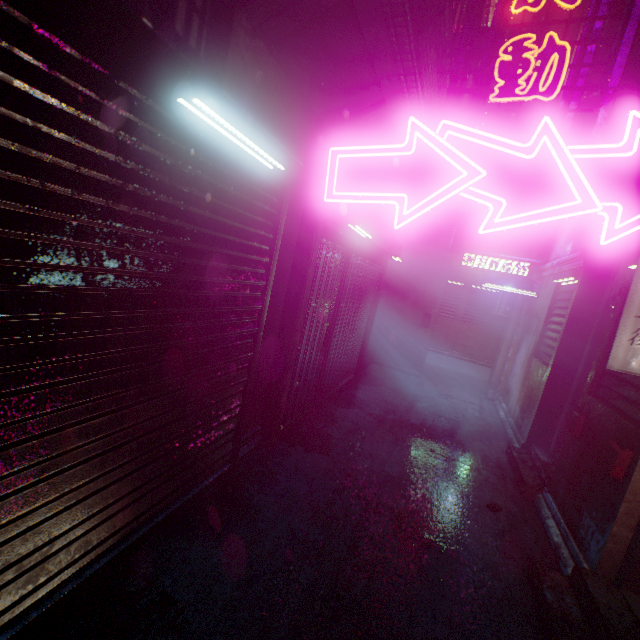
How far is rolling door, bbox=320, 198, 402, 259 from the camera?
3.03m

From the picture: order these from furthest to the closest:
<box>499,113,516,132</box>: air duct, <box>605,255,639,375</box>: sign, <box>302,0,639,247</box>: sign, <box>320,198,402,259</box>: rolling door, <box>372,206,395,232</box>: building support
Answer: <box>499,113,516,132</box>: air duct
<box>372,206,395,232</box>: building support
<box>320,198,402,259</box>: rolling door
<box>605,255,639,375</box>: sign
<box>302,0,639,247</box>: sign

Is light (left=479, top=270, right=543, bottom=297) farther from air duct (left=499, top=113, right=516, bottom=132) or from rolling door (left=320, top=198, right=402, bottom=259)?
air duct (left=499, top=113, right=516, bottom=132)

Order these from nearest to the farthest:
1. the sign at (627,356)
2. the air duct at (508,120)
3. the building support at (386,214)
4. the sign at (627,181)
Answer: the sign at (627,181), the sign at (627,356), the building support at (386,214), the air duct at (508,120)

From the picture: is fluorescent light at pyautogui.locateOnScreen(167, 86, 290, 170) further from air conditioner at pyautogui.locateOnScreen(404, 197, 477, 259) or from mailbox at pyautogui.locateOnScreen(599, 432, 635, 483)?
air conditioner at pyautogui.locateOnScreen(404, 197, 477, 259)

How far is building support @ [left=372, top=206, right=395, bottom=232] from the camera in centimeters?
485cm

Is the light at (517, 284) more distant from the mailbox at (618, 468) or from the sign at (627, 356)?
the mailbox at (618, 468)

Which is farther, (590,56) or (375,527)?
(375,527)
